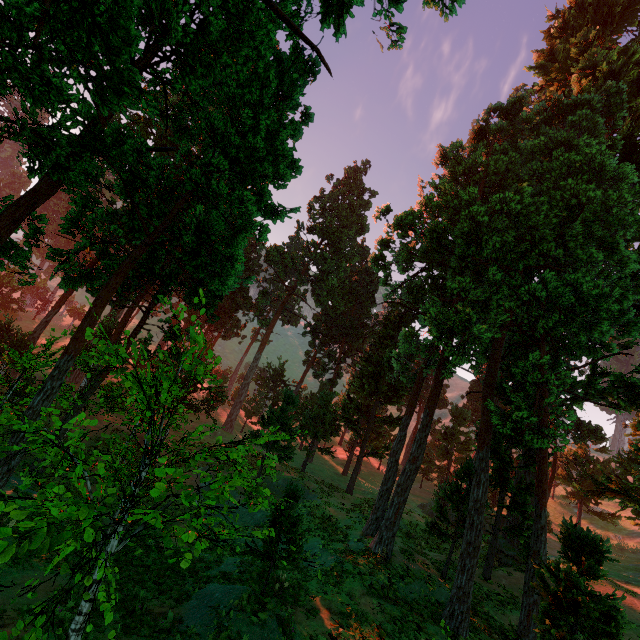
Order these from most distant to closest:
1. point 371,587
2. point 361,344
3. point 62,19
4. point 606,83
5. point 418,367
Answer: point 418,367, point 361,344, point 606,83, point 371,587, point 62,19

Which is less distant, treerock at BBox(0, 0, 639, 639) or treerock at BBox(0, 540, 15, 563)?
treerock at BBox(0, 540, 15, 563)

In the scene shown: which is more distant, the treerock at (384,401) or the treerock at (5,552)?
the treerock at (384,401)
